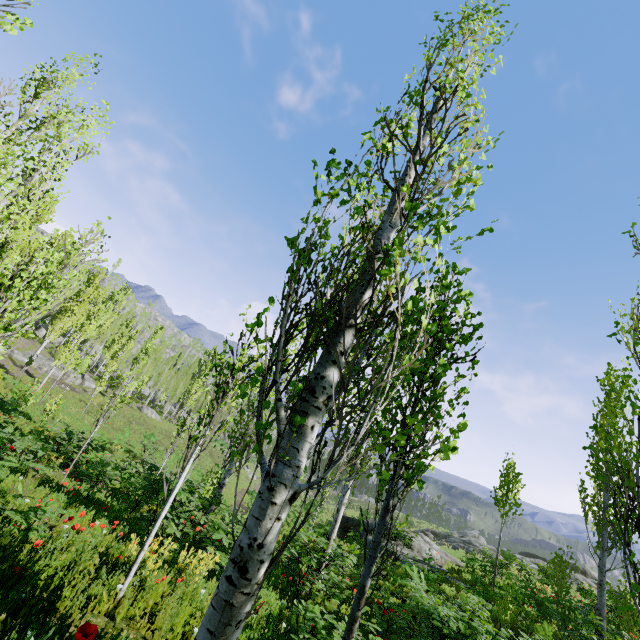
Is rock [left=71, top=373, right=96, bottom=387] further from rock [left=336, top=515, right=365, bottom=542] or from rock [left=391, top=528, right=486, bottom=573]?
rock [left=336, top=515, right=365, bottom=542]

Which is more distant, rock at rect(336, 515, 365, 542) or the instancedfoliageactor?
rock at rect(336, 515, 365, 542)

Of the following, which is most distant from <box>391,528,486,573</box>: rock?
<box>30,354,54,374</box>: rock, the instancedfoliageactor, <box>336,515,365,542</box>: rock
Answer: <box>336,515,365,542</box>: rock

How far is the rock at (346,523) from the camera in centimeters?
2035cm

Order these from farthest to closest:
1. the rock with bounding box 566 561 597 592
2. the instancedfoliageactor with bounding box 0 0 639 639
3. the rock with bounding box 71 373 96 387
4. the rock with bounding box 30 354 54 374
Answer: the rock with bounding box 71 373 96 387 < the rock with bounding box 30 354 54 374 < the rock with bounding box 566 561 597 592 < the instancedfoliageactor with bounding box 0 0 639 639

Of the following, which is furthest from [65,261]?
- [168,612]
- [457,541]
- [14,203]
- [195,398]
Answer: [195,398]

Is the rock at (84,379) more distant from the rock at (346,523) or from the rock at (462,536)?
the rock at (346,523)

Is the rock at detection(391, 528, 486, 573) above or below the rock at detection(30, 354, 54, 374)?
above
